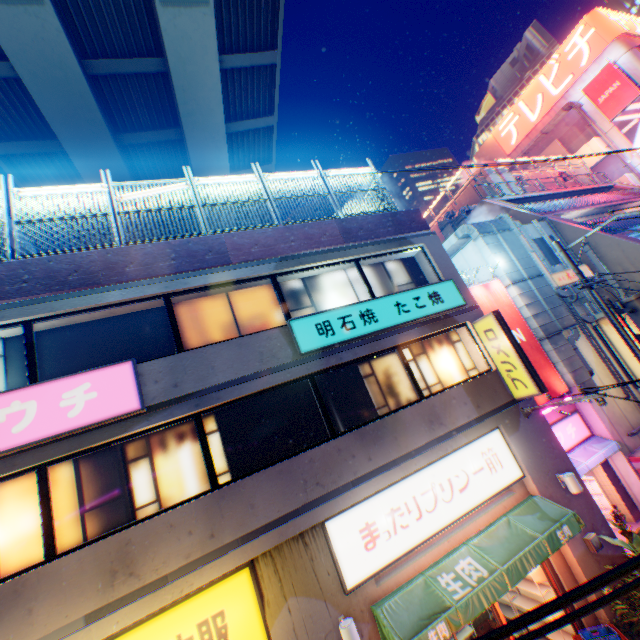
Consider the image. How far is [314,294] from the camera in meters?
9.6 m

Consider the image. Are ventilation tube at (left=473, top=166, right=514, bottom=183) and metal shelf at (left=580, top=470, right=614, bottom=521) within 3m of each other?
no

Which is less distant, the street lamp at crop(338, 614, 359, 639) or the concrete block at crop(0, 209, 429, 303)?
the street lamp at crop(338, 614, 359, 639)

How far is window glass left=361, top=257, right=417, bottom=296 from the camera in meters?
10.4

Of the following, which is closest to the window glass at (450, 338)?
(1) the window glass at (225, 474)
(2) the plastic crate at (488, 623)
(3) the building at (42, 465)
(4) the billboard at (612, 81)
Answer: (3) the building at (42, 465)

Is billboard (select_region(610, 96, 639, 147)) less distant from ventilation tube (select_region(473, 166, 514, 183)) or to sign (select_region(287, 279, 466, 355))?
ventilation tube (select_region(473, 166, 514, 183))

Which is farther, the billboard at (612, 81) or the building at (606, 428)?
the billboard at (612, 81)

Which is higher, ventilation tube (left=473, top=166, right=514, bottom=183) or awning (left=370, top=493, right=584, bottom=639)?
ventilation tube (left=473, top=166, right=514, bottom=183)
